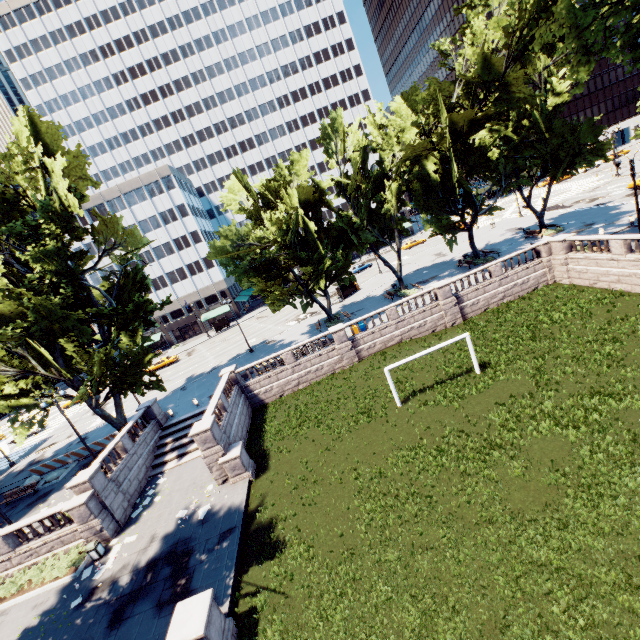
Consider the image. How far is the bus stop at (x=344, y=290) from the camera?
46.8 meters

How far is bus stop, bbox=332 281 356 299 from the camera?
46.78m

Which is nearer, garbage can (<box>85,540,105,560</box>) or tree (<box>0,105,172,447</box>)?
garbage can (<box>85,540,105,560</box>)

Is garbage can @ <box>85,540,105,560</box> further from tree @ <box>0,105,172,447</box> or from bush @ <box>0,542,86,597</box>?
tree @ <box>0,105,172,447</box>

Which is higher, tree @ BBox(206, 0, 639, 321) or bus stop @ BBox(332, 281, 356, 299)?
tree @ BBox(206, 0, 639, 321)

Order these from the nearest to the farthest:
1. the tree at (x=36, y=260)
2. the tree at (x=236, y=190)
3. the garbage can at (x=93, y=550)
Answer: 1. the garbage can at (x=93, y=550)
2. the tree at (x=236, y=190)
3. the tree at (x=36, y=260)

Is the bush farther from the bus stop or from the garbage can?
the bus stop

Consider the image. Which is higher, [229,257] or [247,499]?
[229,257]
